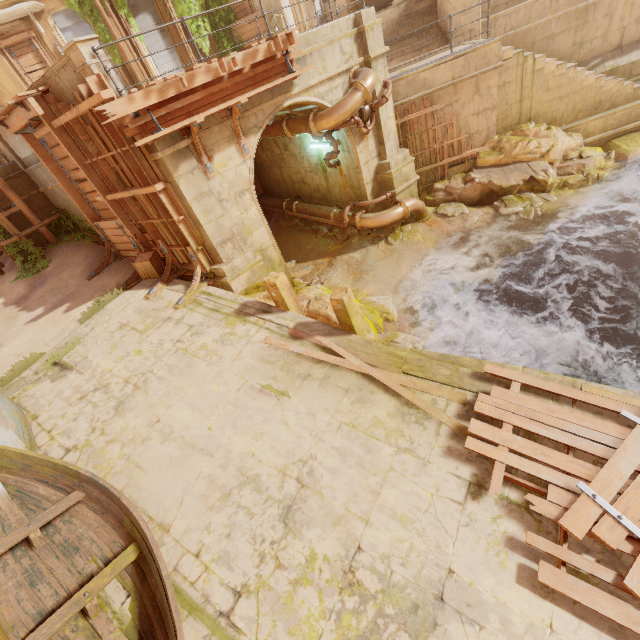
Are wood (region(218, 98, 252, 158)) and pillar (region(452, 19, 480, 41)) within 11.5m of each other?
yes

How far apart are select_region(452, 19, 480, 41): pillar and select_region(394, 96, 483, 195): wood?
2.99m

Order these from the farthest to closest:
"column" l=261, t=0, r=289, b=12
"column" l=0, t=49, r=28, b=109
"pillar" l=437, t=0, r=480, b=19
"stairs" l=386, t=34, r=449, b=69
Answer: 1. "column" l=261, t=0, r=289, b=12
2. "column" l=0, t=49, r=28, b=109
3. "stairs" l=386, t=34, r=449, b=69
4. "pillar" l=437, t=0, r=480, b=19

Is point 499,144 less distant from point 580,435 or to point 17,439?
point 580,435

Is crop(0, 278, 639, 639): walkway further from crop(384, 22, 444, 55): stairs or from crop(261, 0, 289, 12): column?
crop(261, 0, 289, 12): column

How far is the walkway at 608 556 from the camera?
3.9 meters

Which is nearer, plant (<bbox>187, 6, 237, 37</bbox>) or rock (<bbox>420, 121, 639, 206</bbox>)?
rock (<bbox>420, 121, 639, 206</bbox>)

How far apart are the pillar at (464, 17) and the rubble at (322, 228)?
7.41m
